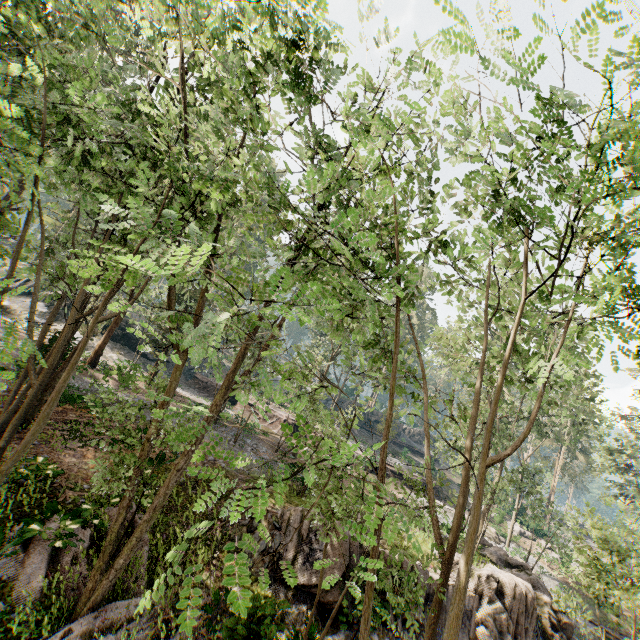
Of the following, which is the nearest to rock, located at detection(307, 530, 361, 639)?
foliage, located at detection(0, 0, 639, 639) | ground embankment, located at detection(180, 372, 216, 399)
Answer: foliage, located at detection(0, 0, 639, 639)

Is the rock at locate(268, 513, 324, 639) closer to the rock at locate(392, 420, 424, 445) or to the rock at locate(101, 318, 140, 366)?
the rock at locate(101, 318, 140, 366)

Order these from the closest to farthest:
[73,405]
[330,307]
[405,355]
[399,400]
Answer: [330,307]
[399,400]
[405,355]
[73,405]

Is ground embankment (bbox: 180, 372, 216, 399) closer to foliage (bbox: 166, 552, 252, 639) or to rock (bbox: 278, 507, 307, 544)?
foliage (bbox: 166, 552, 252, 639)

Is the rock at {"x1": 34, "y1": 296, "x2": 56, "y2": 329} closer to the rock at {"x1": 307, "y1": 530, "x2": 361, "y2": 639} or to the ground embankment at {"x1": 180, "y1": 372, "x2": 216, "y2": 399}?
the ground embankment at {"x1": 180, "y1": 372, "x2": 216, "y2": 399}

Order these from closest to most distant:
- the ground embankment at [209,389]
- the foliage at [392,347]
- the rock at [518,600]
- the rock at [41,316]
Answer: the foliage at [392,347] < the rock at [518,600] < the rock at [41,316] < the ground embankment at [209,389]

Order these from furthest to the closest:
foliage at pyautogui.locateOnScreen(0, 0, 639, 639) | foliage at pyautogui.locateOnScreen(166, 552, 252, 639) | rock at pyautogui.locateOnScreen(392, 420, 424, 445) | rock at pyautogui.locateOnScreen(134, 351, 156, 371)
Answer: rock at pyautogui.locateOnScreen(392, 420, 424, 445) < rock at pyautogui.locateOnScreen(134, 351, 156, 371) < foliage at pyautogui.locateOnScreen(0, 0, 639, 639) < foliage at pyautogui.locateOnScreen(166, 552, 252, 639)

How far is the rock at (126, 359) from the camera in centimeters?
3200cm
